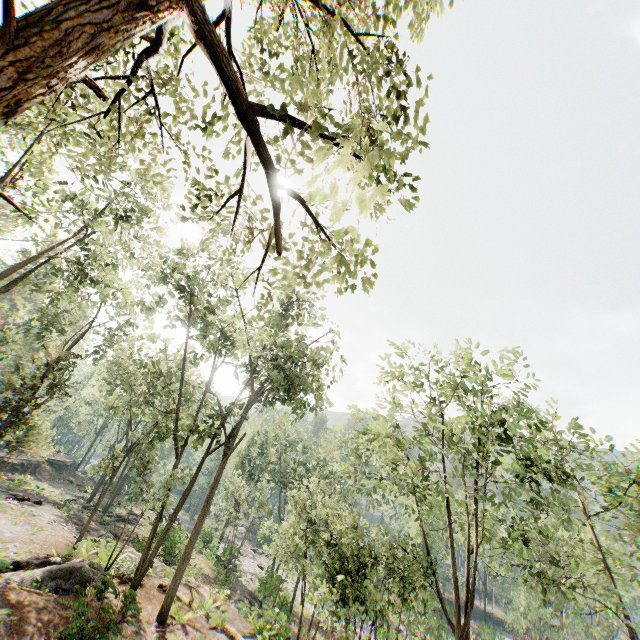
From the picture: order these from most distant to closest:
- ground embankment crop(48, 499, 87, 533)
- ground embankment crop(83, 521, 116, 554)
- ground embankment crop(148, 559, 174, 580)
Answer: ground embankment crop(48, 499, 87, 533), ground embankment crop(148, 559, 174, 580), ground embankment crop(83, 521, 116, 554)

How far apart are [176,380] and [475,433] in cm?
1613

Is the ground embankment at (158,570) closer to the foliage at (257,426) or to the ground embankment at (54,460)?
the ground embankment at (54,460)

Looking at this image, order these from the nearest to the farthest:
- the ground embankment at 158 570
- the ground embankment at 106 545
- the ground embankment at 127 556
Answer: the ground embankment at 127 556, the ground embankment at 106 545, the ground embankment at 158 570

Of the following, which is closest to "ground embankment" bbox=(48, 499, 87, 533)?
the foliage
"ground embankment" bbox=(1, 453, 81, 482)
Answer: "ground embankment" bbox=(1, 453, 81, 482)

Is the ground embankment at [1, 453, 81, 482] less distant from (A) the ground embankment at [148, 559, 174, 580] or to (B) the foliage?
(A) the ground embankment at [148, 559, 174, 580]
